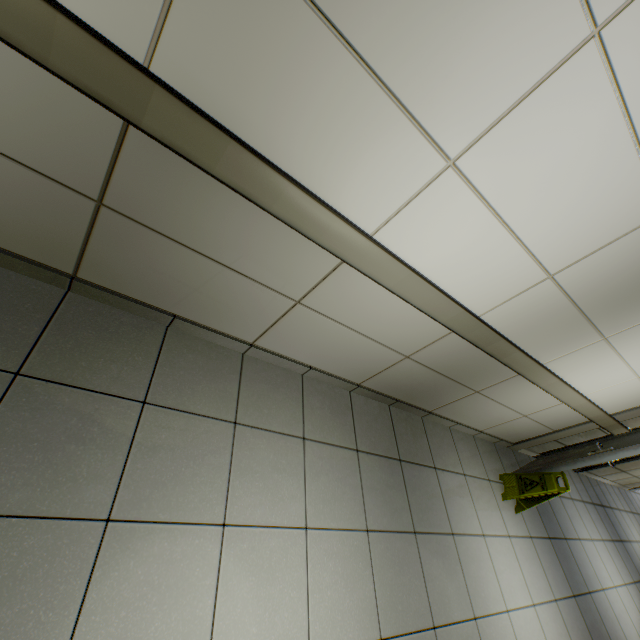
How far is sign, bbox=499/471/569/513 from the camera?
3.2m

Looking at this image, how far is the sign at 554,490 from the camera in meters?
3.2 m

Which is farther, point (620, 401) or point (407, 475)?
point (620, 401)
